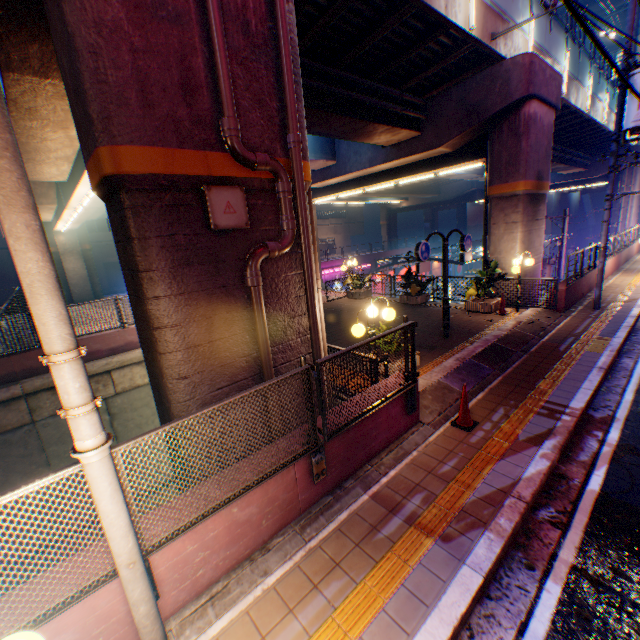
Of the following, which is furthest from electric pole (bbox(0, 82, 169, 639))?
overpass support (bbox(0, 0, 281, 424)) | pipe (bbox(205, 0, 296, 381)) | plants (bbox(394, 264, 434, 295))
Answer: plants (bbox(394, 264, 434, 295))

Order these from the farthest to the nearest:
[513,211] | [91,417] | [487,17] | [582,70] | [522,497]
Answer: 1. [582,70]
2. [513,211]
3. [487,17]
4. [522,497]
5. [91,417]

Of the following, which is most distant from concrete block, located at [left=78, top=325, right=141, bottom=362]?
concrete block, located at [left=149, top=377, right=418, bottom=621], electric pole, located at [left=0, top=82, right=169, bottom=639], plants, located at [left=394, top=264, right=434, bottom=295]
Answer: electric pole, located at [left=0, top=82, right=169, bottom=639]

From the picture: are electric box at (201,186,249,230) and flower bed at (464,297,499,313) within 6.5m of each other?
no

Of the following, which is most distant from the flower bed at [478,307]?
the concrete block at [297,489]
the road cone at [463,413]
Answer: the concrete block at [297,489]

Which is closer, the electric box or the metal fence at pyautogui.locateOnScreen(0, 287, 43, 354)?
the electric box

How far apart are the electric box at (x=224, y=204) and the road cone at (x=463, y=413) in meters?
4.8

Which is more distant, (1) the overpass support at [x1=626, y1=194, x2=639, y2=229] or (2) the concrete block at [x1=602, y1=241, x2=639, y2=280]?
(1) the overpass support at [x1=626, y1=194, x2=639, y2=229]
